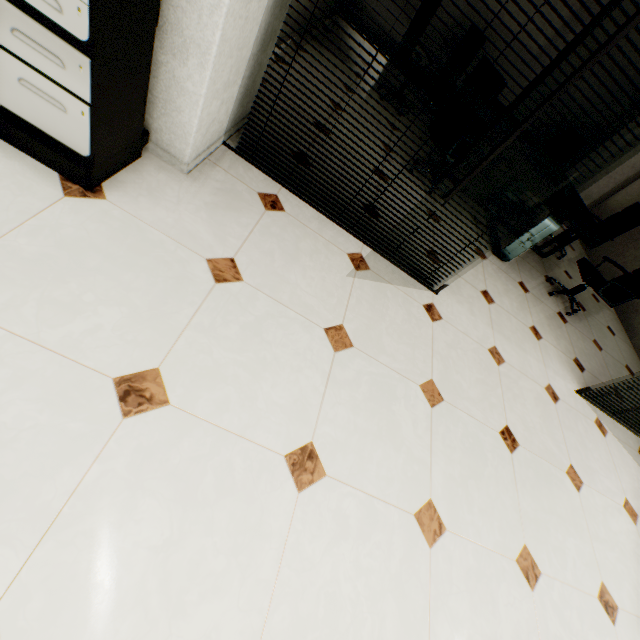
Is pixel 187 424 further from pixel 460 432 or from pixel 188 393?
pixel 460 432

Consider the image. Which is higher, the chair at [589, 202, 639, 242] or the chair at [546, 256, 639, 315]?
the chair at [589, 202, 639, 242]

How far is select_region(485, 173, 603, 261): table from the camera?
3.5 meters

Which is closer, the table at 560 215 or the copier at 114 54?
the copier at 114 54

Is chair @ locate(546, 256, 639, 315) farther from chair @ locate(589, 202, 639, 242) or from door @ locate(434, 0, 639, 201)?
door @ locate(434, 0, 639, 201)

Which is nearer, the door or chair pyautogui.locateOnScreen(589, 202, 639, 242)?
the door

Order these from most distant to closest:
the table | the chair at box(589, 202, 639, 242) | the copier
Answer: the chair at box(589, 202, 639, 242) → the table → the copier

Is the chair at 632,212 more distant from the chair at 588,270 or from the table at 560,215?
the chair at 588,270
